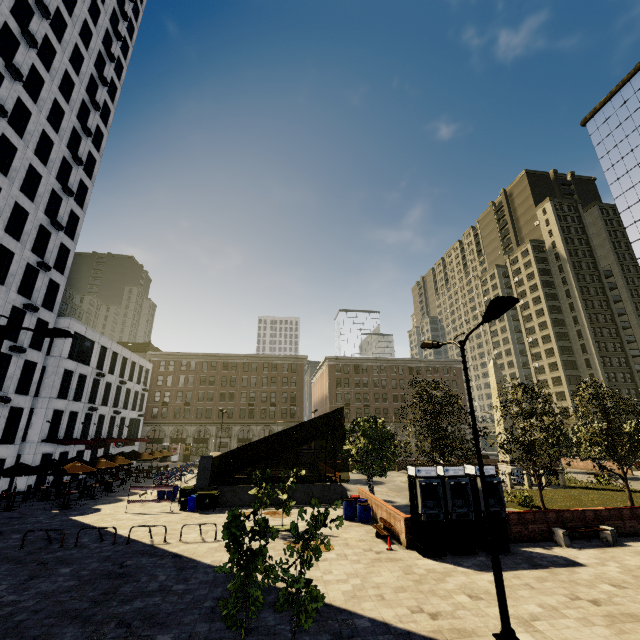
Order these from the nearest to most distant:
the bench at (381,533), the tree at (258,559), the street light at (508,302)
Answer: the tree at (258,559) < the street light at (508,302) < the bench at (381,533)

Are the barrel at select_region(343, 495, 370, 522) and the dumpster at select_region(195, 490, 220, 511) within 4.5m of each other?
no

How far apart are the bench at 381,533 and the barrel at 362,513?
1.4m

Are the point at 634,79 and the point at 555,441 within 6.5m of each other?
no

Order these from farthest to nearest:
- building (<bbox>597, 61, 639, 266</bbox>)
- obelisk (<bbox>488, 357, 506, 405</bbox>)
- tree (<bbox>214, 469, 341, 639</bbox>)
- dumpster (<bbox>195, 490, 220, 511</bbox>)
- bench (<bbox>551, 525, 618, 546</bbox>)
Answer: building (<bbox>597, 61, 639, 266</bbox>) → obelisk (<bbox>488, 357, 506, 405</bbox>) → dumpster (<bbox>195, 490, 220, 511</bbox>) → bench (<bbox>551, 525, 618, 546</bbox>) → tree (<bbox>214, 469, 341, 639</bbox>)

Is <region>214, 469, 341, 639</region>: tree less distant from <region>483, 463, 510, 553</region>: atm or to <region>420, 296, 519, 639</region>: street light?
<region>483, 463, 510, 553</region>: atm

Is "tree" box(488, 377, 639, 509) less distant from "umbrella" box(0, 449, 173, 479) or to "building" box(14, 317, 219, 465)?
"umbrella" box(0, 449, 173, 479)

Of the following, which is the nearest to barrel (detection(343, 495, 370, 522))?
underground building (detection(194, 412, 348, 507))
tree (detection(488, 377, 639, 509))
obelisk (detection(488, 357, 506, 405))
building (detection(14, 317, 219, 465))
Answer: tree (detection(488, 377, 639, 509))
